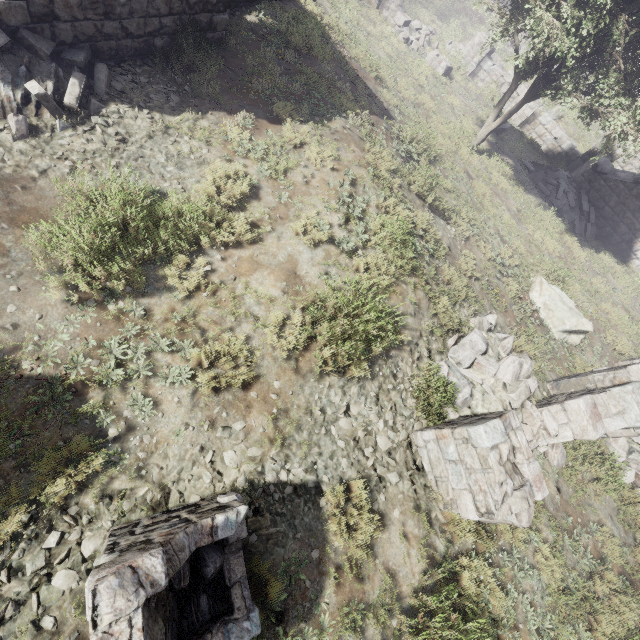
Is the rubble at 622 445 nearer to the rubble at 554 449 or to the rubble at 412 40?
the rubble at 554 449

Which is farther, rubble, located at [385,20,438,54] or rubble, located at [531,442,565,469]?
rubble, located at [385,20,438,54]

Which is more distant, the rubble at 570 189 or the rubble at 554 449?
the rubble at 570 189

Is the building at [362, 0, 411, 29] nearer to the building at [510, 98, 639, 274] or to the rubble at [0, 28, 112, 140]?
the building at [510, 98, 639, 274]

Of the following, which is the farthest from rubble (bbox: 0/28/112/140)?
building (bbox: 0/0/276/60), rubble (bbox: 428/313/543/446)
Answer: rubble (bbox: 428/313/543/446)

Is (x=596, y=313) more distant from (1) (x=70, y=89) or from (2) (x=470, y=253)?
(1) (x=70, y=89)

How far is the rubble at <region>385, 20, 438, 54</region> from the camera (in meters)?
17.67

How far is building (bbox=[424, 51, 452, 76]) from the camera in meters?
17.4 m
